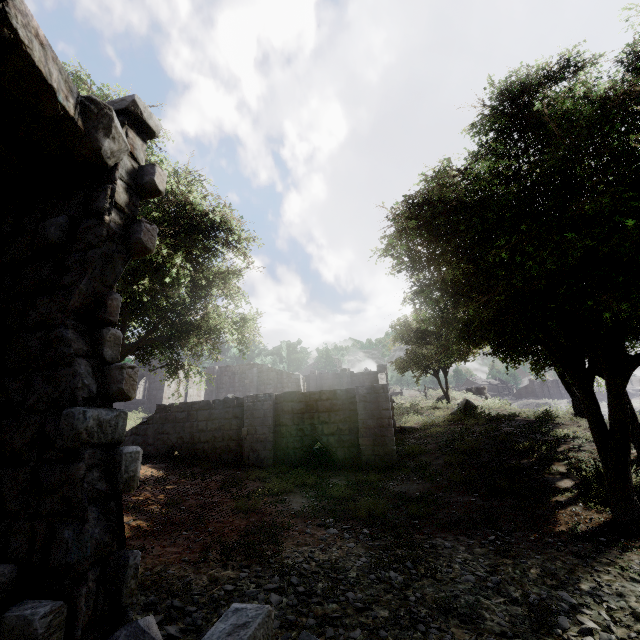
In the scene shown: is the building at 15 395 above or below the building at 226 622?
above

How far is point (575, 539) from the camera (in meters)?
6.22

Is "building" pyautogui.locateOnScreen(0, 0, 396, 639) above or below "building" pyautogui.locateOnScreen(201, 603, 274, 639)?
above
